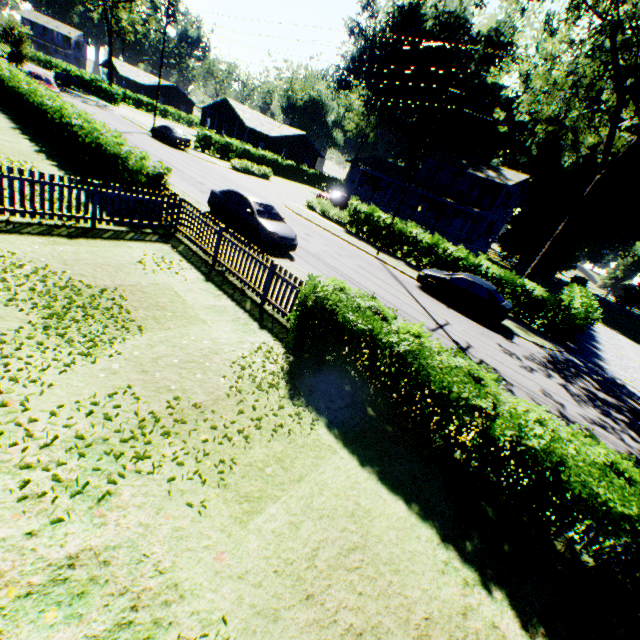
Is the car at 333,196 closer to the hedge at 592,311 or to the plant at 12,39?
the hedge at 592,311

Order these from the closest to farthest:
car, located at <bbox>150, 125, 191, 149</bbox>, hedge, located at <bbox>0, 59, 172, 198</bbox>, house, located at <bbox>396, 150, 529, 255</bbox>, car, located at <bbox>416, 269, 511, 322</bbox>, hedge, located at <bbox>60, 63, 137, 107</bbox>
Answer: hedge, located at <bbox>0, 59, 172, 198</bbox>
car, located at <bbox>416, 269, 511, 322</bbox>
car, located at <bbox>150, 125, 191, 149</bbox>
house, located at <bbox>396, 150, 529, 255</bbox>
hedge, located at <bbox>60, 63, 137, 107</bbox>

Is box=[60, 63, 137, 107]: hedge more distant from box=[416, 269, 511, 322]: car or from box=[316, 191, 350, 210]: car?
box=[416, 269, 511, 322]: car

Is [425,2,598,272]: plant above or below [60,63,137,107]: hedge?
above

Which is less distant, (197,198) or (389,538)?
(389,538)

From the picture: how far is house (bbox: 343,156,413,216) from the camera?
38.3m

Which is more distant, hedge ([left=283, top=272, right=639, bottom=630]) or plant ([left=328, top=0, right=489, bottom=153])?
plant ([left=328, top=0, right=489, bottom=153])

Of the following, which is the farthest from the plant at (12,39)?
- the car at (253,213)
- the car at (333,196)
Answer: the car at (333,196)
